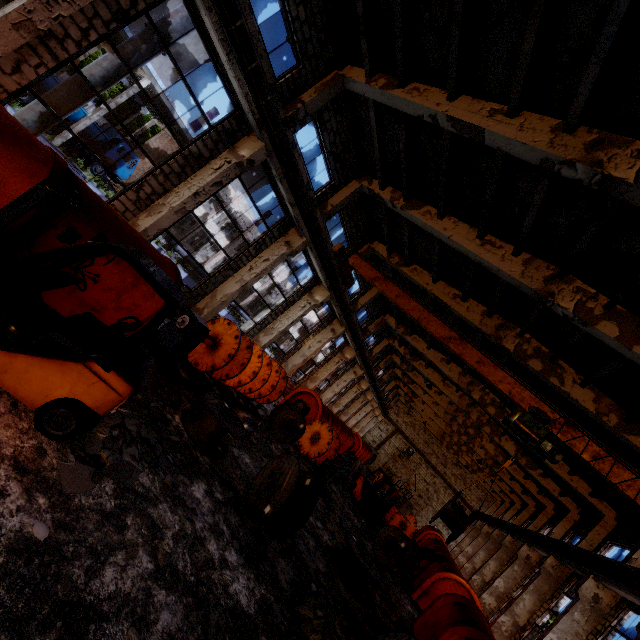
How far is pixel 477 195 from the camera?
10.7m

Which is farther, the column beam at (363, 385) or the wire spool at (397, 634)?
the column beam at (363, 385)

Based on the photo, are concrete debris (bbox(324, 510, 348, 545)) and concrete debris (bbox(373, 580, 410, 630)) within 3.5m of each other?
yes

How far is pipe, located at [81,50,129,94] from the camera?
8.1m

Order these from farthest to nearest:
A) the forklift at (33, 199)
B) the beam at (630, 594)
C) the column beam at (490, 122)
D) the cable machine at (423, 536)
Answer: the beam at (630, 594), the cable machine at (423, 536), the column beam at (490, 122), the forklift at (33, 199)

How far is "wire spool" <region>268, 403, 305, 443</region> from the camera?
13.70m

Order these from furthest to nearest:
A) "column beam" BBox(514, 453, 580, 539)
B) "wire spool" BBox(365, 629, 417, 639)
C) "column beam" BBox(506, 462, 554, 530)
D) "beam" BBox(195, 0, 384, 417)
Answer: "column beam" BBox(506, 462, 554, 530), "column beam" BBox(514, 453, 580, 539), "beam" BBox(195, 0, 384, 417), "wire spool" BBox(365, 629, 417, 639)

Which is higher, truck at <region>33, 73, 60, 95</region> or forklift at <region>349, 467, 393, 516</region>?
truck at <region>33, 73, 60, 95</region>
